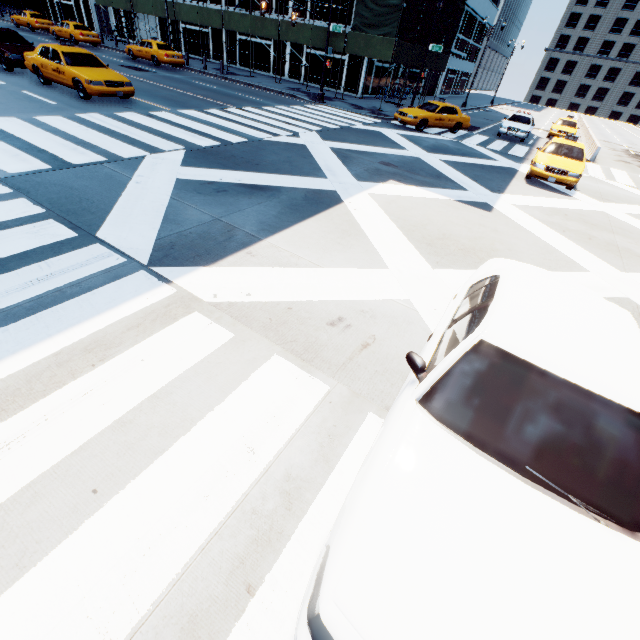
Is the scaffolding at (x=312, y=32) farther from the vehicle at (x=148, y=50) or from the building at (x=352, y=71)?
the vehicle at (x=148, y=50)

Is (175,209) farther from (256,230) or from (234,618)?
(234,618)

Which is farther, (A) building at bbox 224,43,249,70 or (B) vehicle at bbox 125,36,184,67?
(A) building at bbox 224,43,249,70

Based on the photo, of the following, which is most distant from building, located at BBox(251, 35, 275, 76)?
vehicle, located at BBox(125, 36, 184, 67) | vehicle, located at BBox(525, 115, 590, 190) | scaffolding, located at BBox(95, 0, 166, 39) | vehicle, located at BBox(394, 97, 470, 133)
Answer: vehicle, located at BBox(525, 115, 590, 190)

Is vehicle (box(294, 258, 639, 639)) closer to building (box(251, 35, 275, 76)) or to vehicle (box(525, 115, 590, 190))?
vehicle (box(525, 115, 590, 190))

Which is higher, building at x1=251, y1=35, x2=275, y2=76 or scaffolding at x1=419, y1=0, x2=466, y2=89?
scaffolding at x1=419, y1=0, x2=466, y2=89

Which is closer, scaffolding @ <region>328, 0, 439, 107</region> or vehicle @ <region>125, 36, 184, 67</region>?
scaffolding @ <region>328, 0, 439, 107</region>

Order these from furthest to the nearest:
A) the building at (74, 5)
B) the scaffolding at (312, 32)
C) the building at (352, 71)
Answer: the building at (74, 5) < the building at (352, 71) < the scaffolding at (312, 32)
